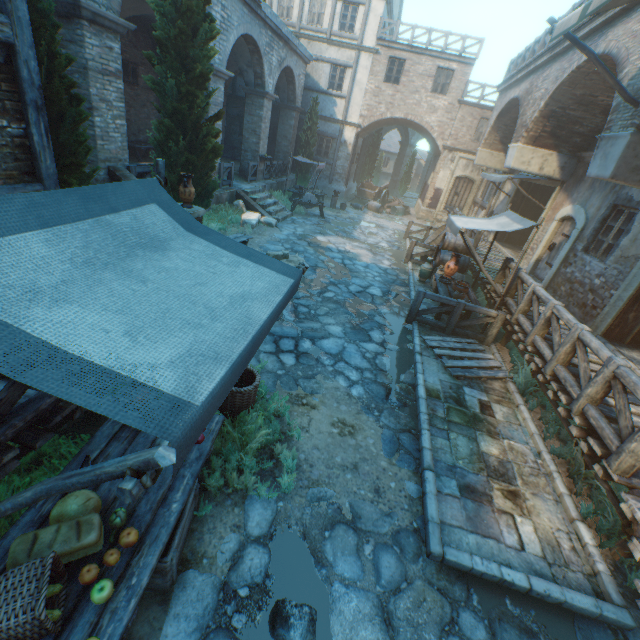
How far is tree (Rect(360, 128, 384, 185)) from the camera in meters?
28.1 m

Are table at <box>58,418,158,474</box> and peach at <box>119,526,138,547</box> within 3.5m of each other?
yes

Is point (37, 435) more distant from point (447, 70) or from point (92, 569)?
point (447, 70)

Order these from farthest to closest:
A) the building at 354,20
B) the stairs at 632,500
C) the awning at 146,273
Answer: the building at 354,20 → the stairs at 632,500 → the awning at 146,273

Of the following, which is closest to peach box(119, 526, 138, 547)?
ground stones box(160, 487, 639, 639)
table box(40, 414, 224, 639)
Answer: table box(40, 414, 224, 639)

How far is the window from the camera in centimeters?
1374cm

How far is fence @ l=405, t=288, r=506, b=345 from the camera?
7.9 meters

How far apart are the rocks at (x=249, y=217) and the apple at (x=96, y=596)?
11.9m
